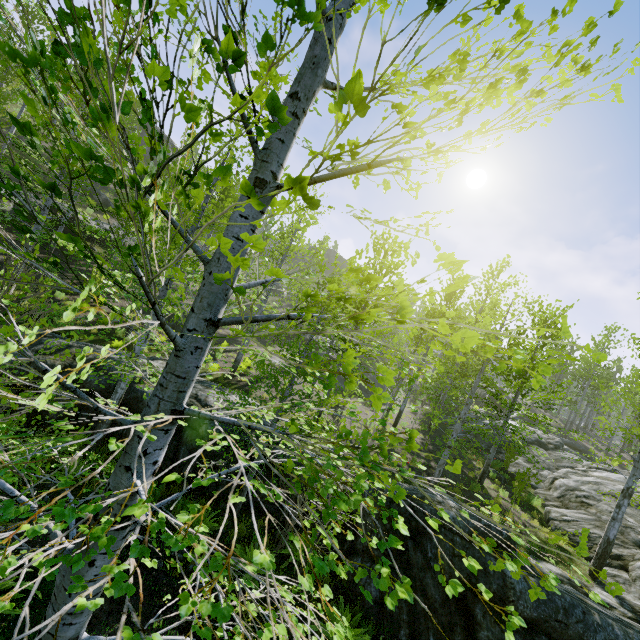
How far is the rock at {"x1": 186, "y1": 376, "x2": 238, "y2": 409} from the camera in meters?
9.7 m

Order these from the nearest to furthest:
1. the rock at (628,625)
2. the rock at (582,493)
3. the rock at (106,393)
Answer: the rock at (628,625) < the rock at (106,393) < the rock at (582,493)

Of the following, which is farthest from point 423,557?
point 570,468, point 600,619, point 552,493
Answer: point 570,468

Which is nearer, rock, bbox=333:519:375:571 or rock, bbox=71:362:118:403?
rock, bbox=333:519:375:571

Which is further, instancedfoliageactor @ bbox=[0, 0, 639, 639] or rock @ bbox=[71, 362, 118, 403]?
rock @ bbox=[71, 362, 118, 403]

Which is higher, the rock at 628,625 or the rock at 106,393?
the rock at 628,625

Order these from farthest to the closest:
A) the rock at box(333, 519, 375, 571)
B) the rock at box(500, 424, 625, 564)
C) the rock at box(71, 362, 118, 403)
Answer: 1. the rock at box(500, 424, 625, 564)
2. the rock at box(71, 362, 118, 403)
3. the rock at box(333, 519, 375, 571)
